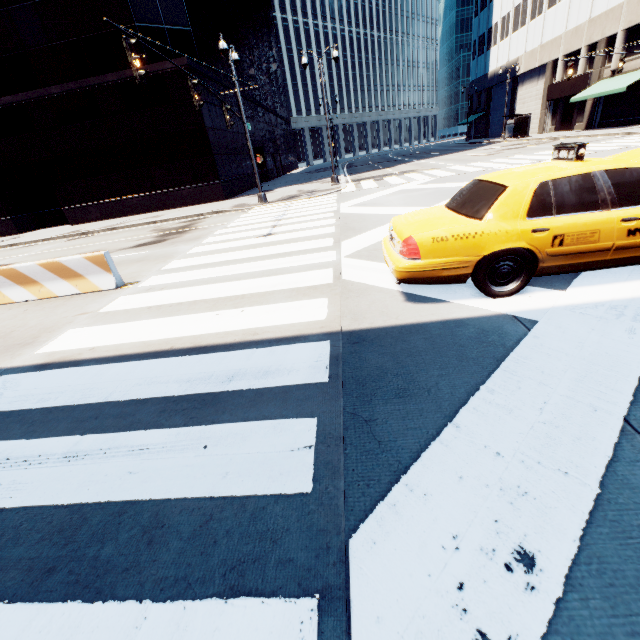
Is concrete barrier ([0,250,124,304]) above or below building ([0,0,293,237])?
below

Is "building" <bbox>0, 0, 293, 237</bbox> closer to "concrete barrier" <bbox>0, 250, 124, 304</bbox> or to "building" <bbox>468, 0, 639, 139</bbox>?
"concrete barrier" <bbox>0, 250, 124, 304</bbox>

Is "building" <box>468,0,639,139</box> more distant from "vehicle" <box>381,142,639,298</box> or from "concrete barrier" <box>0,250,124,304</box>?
"concrete barrier" <box>0,250,124,304</box>

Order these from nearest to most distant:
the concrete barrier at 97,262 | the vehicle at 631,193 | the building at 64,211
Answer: the vehicle at 631,193, the concrete barrier at 97,262, the building at 64,211

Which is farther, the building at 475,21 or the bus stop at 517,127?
the bus stop at 517,127

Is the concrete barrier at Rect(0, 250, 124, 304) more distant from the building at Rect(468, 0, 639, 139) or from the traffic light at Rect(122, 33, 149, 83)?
the building at Rect(468, 0, 639, 139)

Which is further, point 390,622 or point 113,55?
point 113,55
